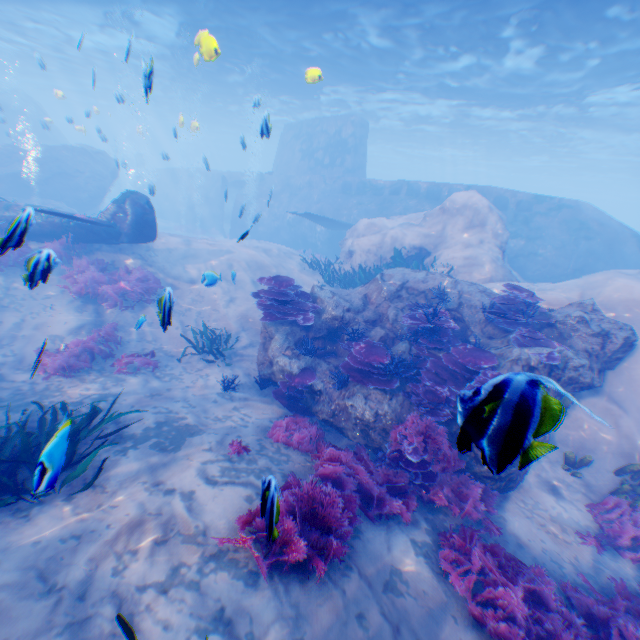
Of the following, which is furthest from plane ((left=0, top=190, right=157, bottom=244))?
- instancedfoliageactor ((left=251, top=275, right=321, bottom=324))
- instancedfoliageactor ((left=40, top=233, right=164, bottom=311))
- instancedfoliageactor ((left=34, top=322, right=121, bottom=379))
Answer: instancedfoliageactor ((left=251, top=275, right=321, bottom=324))

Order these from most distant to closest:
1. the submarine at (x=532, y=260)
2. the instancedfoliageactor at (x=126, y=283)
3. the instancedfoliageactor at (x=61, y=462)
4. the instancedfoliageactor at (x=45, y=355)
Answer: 1. the submarine at (x=532, y=260)
2. the instancedfoliageactor at (x=126, y=283)
3. the instancedfoliageactor at (x=45, y=355)
4. the instancedfoliageactor at (x=61, y=462)

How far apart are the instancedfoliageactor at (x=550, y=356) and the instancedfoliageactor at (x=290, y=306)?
5.43m

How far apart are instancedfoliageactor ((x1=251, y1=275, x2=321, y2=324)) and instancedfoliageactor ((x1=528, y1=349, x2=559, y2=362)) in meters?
5.4

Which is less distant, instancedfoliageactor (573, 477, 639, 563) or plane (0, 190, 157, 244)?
plane (0, 190, 157, 244)

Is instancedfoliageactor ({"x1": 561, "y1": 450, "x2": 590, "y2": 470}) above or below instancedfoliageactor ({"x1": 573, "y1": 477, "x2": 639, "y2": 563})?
above

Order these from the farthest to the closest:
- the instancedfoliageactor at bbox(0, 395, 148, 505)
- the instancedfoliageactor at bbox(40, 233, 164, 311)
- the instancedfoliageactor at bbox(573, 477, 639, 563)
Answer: the instancedfoliageactor at bbox(40, 233, 164, 311), the instancedfoliageactor at bbox(573, 477, 639, 563), the instancedfoliageactor at bbox(0, 395, 148, 505)

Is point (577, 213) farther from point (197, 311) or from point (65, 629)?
point (65, 629)
